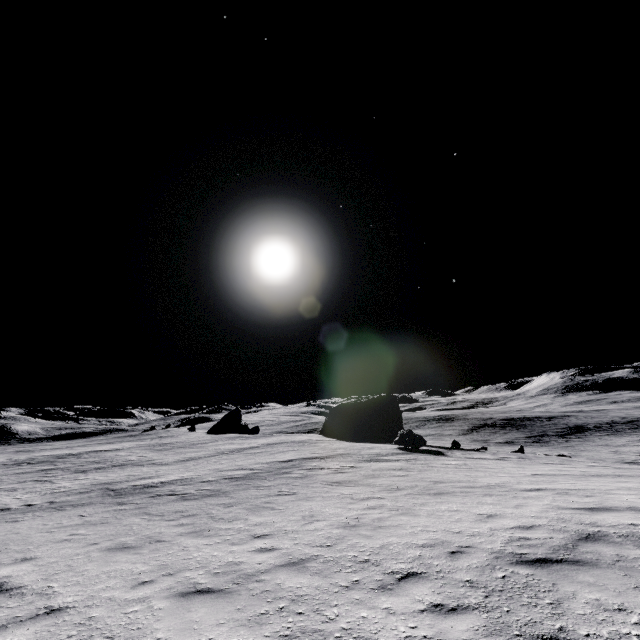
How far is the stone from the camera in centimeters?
2623cm

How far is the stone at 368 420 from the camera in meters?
26.2

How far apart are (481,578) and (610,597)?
1.6m
